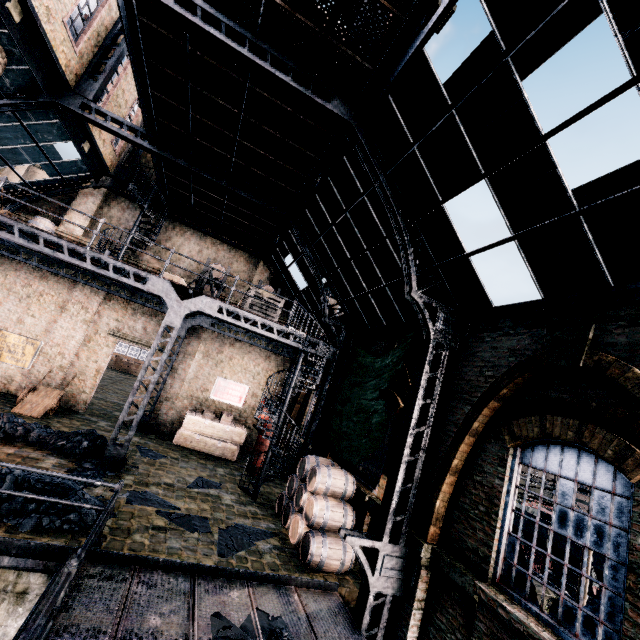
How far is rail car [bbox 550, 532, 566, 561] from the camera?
21.2m

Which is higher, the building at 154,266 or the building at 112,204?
the building at 112,204

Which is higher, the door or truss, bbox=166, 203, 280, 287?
truss, bbox=166, 203, 280, 287

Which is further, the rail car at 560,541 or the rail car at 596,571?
the rail car at 560,541

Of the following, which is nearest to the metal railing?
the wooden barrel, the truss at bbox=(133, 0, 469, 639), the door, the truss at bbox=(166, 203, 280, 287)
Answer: the truss at bbox=(133, 0, 469, 639)

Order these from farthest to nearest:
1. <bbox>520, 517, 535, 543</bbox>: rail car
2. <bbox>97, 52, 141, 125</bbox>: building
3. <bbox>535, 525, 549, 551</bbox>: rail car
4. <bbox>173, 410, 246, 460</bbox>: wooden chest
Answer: <bbox>520, 517, 535, 543</bbox>: rail car, <bbox>535, 525, 549, 551</bbox>: rail car, <bbox>173, 410, 246, 460</bbox>: wooden chest, <bbox>97, 52, 141, 125</bbox>: building

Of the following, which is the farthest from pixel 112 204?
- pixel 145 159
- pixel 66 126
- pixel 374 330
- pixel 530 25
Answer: pixel 530 25

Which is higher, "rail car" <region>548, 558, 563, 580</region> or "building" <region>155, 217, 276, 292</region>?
"building" <region>155, 217, 276, 292</region>
